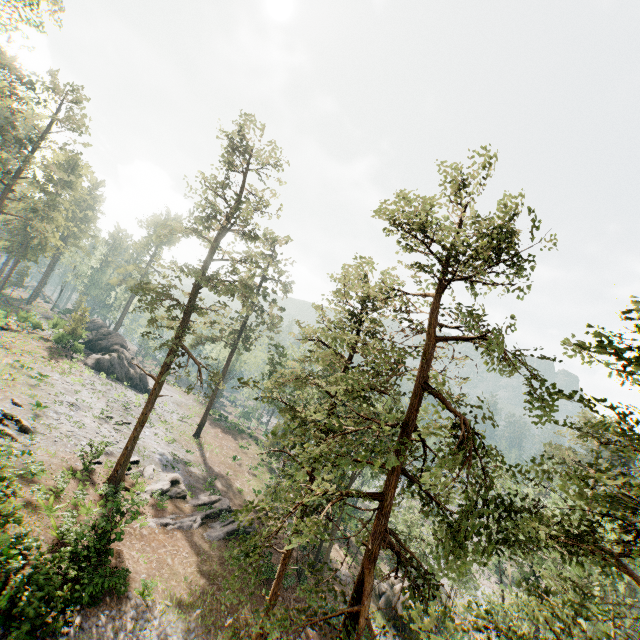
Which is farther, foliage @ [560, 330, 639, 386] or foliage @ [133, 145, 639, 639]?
foliage @ [133, 145, 639, 639]

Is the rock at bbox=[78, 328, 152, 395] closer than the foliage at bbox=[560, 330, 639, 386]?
No

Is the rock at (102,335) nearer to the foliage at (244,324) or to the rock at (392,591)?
the foliage at (244,324)

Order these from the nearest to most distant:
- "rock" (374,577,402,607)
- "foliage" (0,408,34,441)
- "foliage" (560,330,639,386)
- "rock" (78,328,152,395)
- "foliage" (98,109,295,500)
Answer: "foliage" (560,330,639,386) < "foliage" (0,408,34,441) < "foliage" (98,109,295,500) < "rock" (374,577,402,607) < "rock" (78,328,152,395)

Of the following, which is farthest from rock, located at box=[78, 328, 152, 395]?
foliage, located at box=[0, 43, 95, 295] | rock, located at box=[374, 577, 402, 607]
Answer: rock, located at box=[374, 577, 402, 607]

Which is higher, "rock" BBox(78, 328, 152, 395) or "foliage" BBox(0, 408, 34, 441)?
"rock" BBox(78, 328, 152, 395)

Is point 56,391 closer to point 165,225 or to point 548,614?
point 165,225

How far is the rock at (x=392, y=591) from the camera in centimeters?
2950cm
